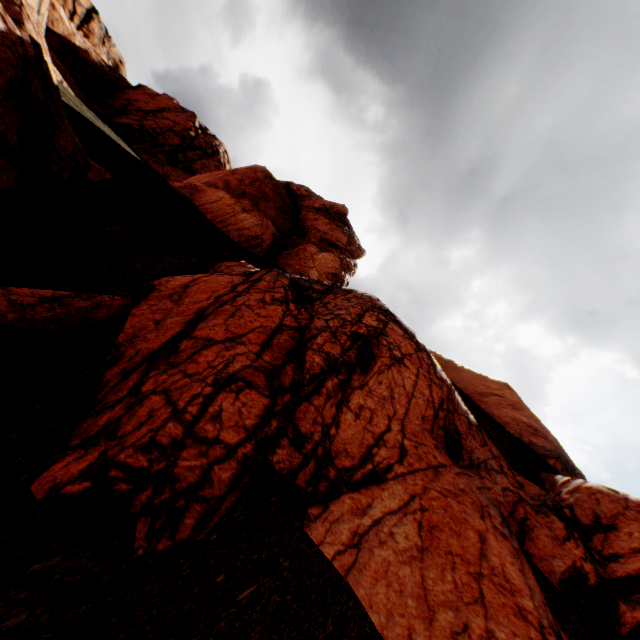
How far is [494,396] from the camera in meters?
8.1
